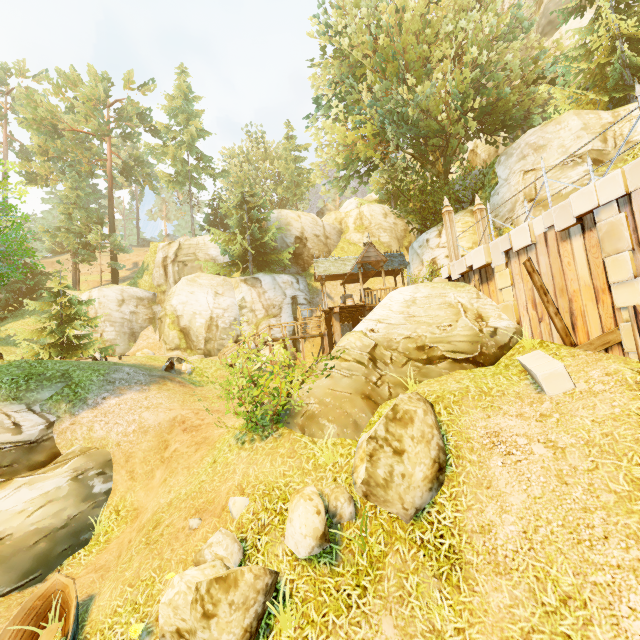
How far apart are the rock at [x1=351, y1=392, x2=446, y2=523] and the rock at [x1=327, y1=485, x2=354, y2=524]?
0.06m

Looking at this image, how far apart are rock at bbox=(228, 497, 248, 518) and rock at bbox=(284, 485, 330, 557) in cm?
94

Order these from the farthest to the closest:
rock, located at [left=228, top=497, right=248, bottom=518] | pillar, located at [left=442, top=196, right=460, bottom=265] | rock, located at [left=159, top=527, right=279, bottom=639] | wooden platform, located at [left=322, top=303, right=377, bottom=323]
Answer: wooden platform, located at [left=322, top=303, right=377, bottom=323] < pillar, located at [left=442, top=196, right=460, bottom=265] < rock, located at [left=228, top=497, right=248, bottom=518] < rock, located at [left=159, top=527, right=279, bottom=639]

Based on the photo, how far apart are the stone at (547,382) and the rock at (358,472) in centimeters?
214cm

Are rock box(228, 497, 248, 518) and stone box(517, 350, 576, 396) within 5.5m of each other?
no

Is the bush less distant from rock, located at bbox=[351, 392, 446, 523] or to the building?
rock, located at bbox=[351, 392, 446, 523]

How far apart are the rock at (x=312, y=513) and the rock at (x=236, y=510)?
0.94m

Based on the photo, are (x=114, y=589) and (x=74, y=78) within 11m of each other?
no
